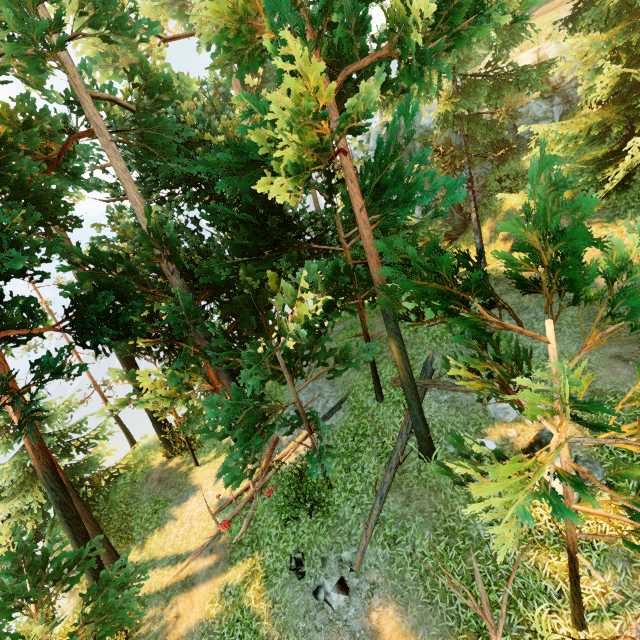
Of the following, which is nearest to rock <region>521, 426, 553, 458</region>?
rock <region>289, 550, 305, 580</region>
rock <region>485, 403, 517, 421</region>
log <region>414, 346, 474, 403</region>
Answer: rock <region>485, 403, 517, 421</region>

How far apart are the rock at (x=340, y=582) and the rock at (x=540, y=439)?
5.3 meters

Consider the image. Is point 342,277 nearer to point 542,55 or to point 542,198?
point 542,198

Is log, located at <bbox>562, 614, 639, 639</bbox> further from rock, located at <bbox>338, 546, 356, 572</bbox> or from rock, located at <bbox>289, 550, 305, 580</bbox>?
rock, located at <bbox>289, 550, 305, 580</bbox>

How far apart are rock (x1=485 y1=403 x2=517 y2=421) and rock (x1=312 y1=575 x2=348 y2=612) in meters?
6.0

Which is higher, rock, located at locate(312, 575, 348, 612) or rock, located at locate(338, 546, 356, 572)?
rock, located at locate(338, 546, 356, 572)

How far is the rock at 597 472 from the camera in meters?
6.9 m

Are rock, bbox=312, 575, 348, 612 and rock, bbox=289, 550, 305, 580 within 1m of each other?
yes
